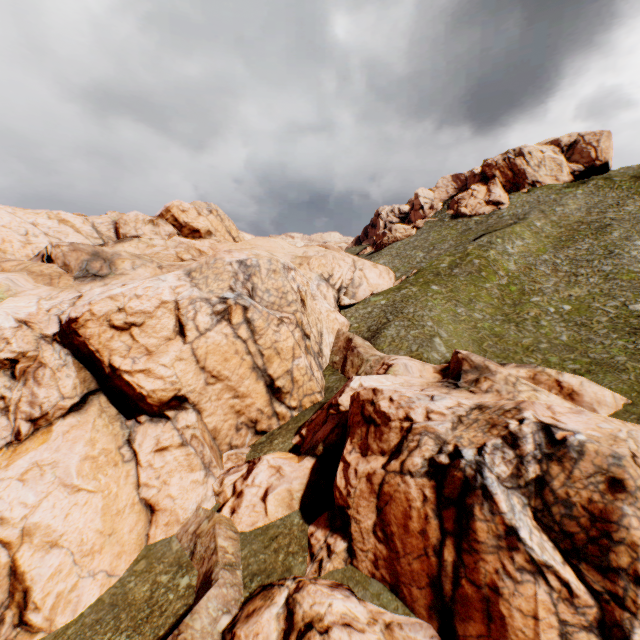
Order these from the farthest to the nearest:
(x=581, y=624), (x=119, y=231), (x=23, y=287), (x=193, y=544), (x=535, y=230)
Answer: (x=535, y=230) → (x=119, y=231) → (x=23, y=287) → (x=193, y=544) → (x=581, y=624)
